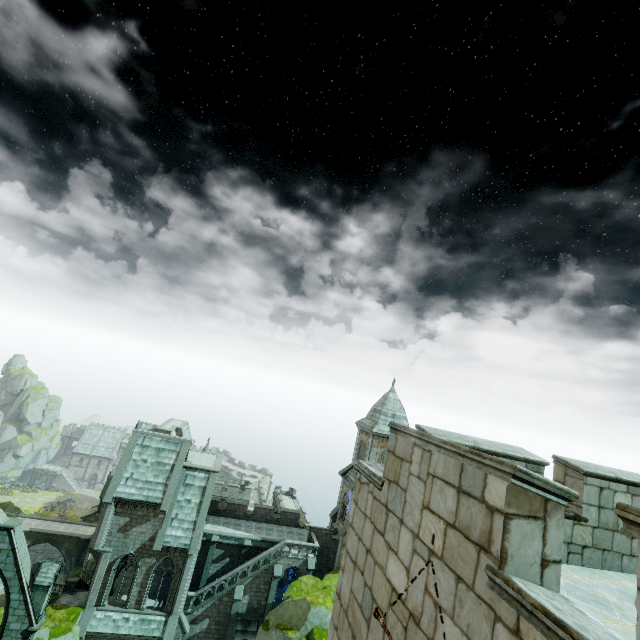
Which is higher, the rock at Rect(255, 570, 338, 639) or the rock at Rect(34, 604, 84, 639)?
the rock at Rect(255, 570, 338, 639)

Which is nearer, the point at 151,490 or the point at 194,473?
the point at 151,490

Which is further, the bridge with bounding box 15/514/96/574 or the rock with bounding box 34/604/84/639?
the bridge with bounding box 15/514/96/574

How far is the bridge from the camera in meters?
46.5 m

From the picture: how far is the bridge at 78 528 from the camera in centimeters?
4647cm

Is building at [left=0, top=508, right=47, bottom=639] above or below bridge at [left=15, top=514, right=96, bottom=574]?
above

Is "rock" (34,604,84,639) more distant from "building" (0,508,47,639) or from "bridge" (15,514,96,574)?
"bridge" (15,514,96,574)

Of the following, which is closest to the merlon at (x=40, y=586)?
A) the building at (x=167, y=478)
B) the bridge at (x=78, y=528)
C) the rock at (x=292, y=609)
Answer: the building at (x=167, y=478)
